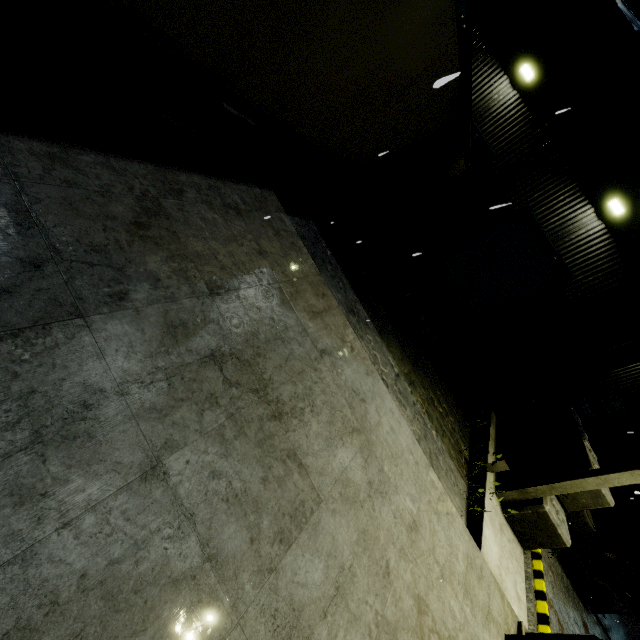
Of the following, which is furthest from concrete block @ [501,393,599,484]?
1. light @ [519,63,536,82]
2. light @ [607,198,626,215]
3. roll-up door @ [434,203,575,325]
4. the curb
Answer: light @ [519,63,536,82]

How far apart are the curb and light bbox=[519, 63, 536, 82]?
13.1 meters

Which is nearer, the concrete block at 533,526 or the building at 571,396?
the concrete block at 533,526

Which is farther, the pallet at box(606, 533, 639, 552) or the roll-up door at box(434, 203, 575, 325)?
the pallet at box(606, 533, 639, 552)

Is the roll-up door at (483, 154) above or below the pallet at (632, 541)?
above

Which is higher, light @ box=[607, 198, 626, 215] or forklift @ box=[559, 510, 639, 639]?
light @ box=[607, 198, 626, 215]

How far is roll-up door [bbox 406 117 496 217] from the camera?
11.1m

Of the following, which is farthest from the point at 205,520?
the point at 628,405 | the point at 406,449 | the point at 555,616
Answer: the point at 628,405
